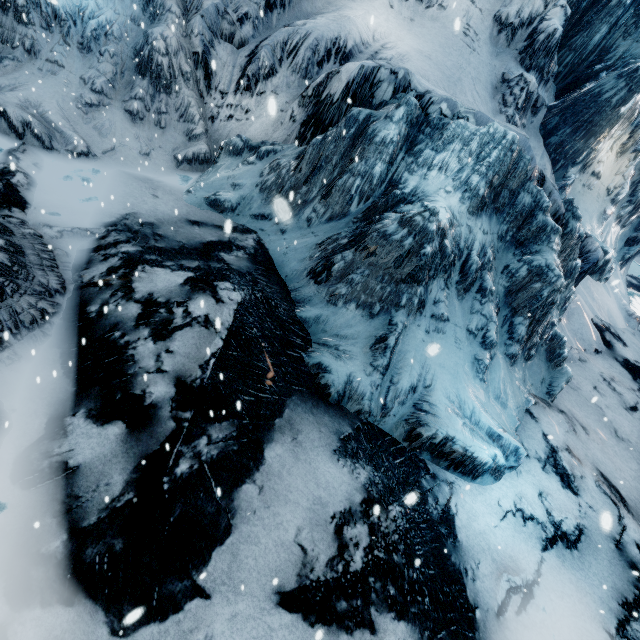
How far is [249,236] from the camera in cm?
904
